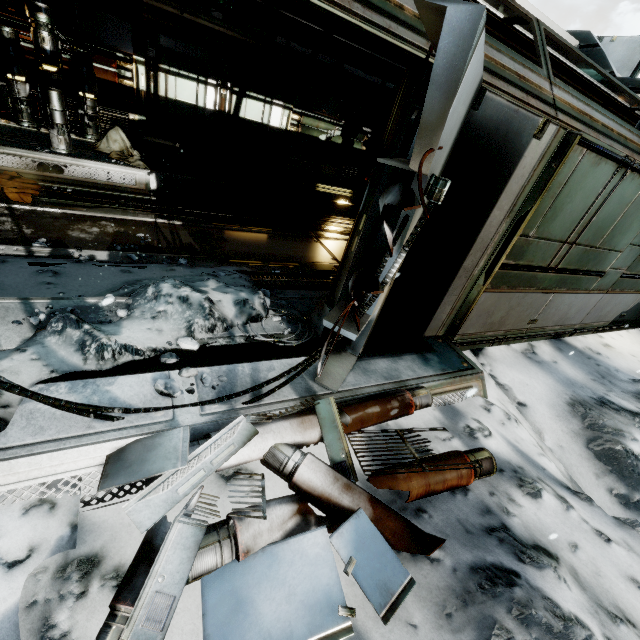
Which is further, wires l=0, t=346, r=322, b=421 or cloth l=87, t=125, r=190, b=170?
cloth l=87, t=125, r=190, b=170

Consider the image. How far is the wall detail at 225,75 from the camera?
8.2m

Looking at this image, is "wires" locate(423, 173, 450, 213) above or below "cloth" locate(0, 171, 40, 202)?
above

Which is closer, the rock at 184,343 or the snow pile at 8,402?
the snow pile at 8,402

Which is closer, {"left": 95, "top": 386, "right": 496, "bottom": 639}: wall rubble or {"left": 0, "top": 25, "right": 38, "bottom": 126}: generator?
{"left": 95, "top": 386, "right": 496, "bottom": 639}: wall rubble

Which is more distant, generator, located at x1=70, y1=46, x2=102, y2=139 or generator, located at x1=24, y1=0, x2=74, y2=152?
generator, located at x1=70, y1=46, x2=102, y2=139

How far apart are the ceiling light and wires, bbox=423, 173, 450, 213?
8.2m

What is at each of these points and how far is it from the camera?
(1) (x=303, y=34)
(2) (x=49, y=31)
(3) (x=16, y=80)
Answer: (1) pipe, 7.8 meters
(2) generator, 5.8 meters
(3) generator, 6.0 meters
